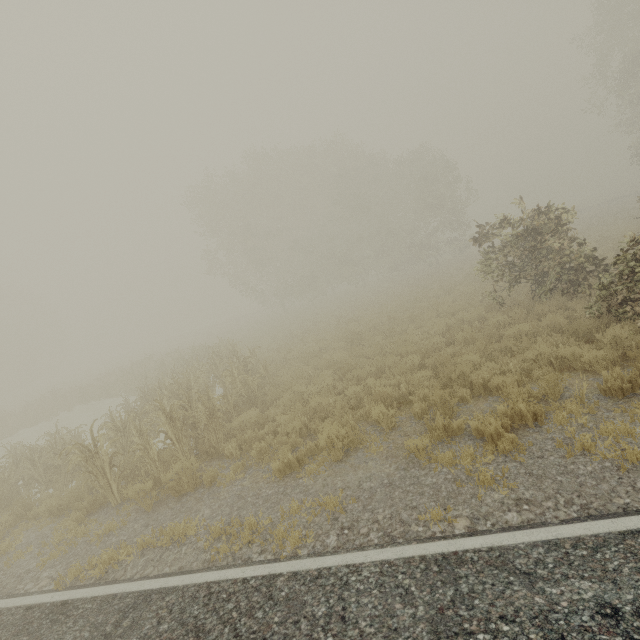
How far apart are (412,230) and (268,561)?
36.2m

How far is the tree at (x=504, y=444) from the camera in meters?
4.5 m

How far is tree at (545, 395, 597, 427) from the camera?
5.1 meters

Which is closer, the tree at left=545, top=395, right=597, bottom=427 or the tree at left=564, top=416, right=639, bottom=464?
the tree at left=564, top=416, right=639, bottom=464

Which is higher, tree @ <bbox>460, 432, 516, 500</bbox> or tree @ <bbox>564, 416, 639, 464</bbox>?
tree @ <bbox>460, 432, 516, 500</bbox>

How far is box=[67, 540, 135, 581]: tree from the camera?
5.3 meters
